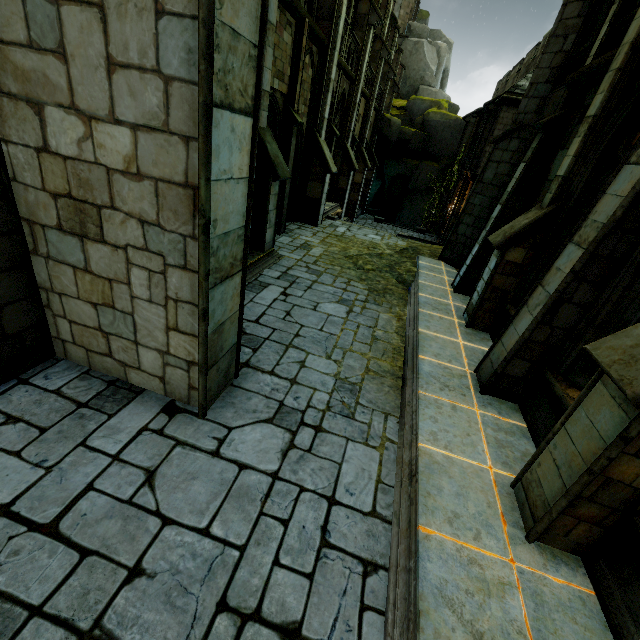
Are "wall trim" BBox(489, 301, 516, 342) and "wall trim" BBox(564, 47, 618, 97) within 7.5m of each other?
yes

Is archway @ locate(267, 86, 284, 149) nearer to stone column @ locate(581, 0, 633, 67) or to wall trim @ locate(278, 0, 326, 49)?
wall trim @ locate(278, 0, 326, 49)

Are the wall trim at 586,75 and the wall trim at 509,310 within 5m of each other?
yes

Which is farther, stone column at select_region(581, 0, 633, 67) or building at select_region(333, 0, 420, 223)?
building at select_region(333, 0, 420, 223)

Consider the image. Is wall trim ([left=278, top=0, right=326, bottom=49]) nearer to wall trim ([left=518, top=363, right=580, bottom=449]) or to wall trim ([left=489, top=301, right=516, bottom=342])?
wall trim ([left=489, top=301, right=516, bottom=342])

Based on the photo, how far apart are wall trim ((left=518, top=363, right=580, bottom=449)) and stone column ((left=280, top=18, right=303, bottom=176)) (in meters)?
9.79

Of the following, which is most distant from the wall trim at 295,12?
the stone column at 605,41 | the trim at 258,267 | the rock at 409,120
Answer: the rock at 409,120

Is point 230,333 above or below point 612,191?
below
